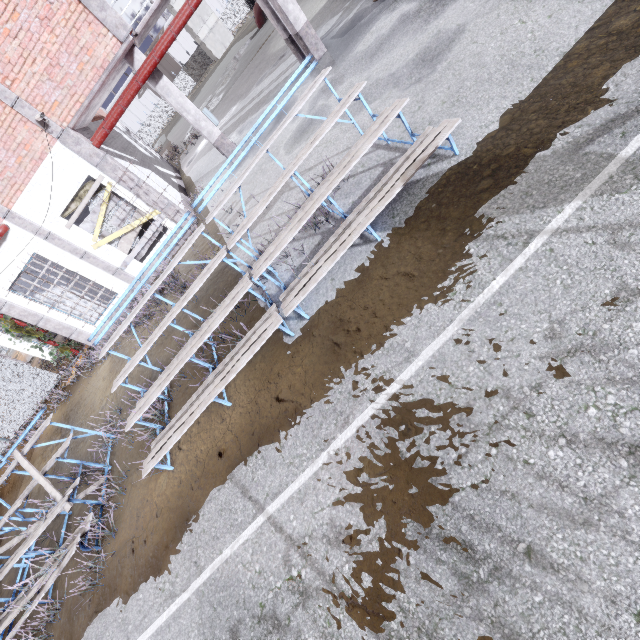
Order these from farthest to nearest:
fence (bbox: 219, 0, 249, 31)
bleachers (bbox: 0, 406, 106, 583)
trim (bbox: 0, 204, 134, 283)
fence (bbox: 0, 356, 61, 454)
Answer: fence (bbox: 219, 0, 249, 31)
fence (bbox: 0, 356, 61, 454)
trim (bbox: 0, 204, 134, 283)
bleachers (bbox: 0, 406, 106, 583)

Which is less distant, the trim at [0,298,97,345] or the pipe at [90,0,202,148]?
the pipe at [90,0,202,148]

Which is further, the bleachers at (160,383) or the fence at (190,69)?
the fence at (190,69)

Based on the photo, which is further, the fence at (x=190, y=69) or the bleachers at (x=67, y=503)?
the fence at (x=190, y=69)

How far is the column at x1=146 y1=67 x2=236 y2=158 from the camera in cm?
958

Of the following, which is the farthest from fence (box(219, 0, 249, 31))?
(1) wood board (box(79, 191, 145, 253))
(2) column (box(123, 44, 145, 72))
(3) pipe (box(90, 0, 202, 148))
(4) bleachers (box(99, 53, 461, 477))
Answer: (4) bleachers (box(99, 53, 461, 477))

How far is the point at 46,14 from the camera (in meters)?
7.62

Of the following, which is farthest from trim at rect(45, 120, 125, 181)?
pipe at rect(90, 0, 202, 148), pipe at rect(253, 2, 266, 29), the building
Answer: the building
